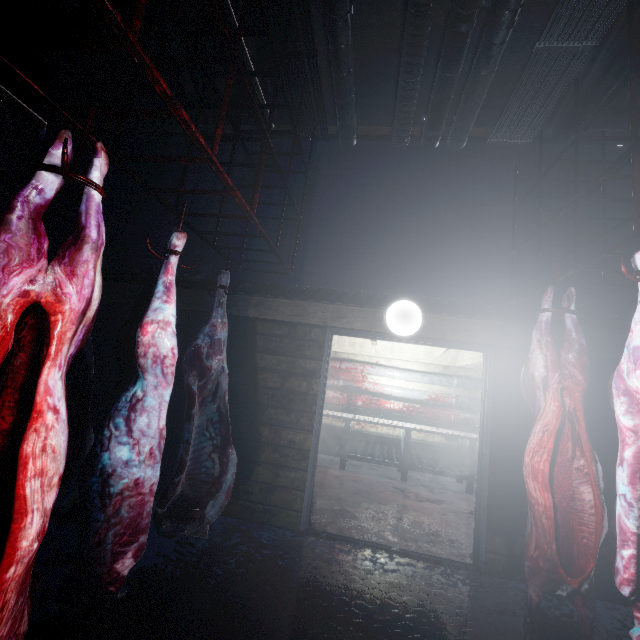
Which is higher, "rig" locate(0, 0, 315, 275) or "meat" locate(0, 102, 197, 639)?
"rig" locate(0, 0, 315, 275)

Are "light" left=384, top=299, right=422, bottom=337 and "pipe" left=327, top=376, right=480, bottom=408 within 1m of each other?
no

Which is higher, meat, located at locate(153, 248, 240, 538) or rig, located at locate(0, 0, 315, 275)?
rig, located at locate(0, 0, 315, 275)

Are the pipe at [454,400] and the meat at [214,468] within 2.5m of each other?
no

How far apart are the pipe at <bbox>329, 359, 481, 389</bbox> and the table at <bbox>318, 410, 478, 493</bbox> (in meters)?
0.75

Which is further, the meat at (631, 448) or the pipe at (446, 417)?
the pipe at (446, 417)

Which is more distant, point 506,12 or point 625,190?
point 625,190

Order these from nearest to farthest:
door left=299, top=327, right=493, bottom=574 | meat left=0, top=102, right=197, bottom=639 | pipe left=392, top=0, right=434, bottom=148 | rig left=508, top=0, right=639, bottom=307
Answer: meat left=0, top=102, right=197, bottom=639
rig left=508, top=0, right=639, bottom=307
pipe left=392, top=0, right=434, bottom=148
door left=299, top=327, right=493, bottom=574
